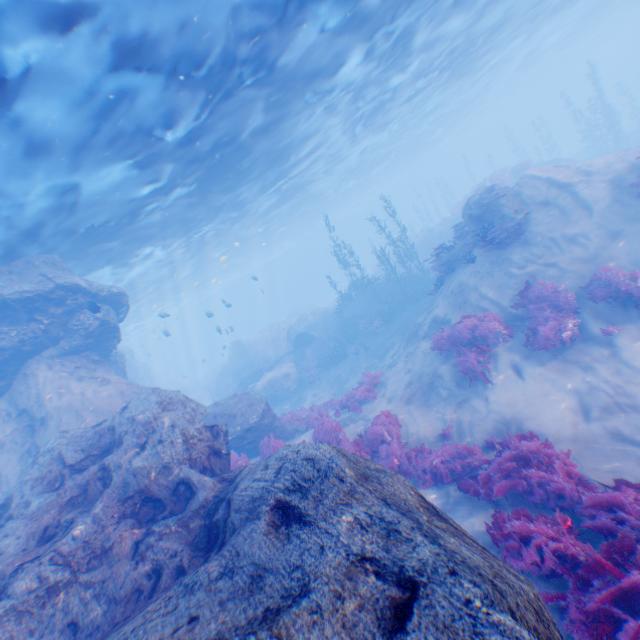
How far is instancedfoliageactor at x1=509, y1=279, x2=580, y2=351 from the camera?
9.3 meters

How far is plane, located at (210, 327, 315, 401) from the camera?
25.86m

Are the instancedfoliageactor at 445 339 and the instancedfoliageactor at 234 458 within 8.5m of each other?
yes

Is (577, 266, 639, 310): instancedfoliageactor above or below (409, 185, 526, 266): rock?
below

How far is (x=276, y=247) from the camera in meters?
59.7 m

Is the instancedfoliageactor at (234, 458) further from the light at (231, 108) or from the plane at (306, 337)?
the plane at (306, 337)

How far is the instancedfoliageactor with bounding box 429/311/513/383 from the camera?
10.3 meters

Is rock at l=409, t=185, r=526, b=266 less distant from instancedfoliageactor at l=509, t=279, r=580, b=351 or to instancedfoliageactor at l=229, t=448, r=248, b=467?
instancedfoliageactor at l=229, t=448, r=248, b=467
